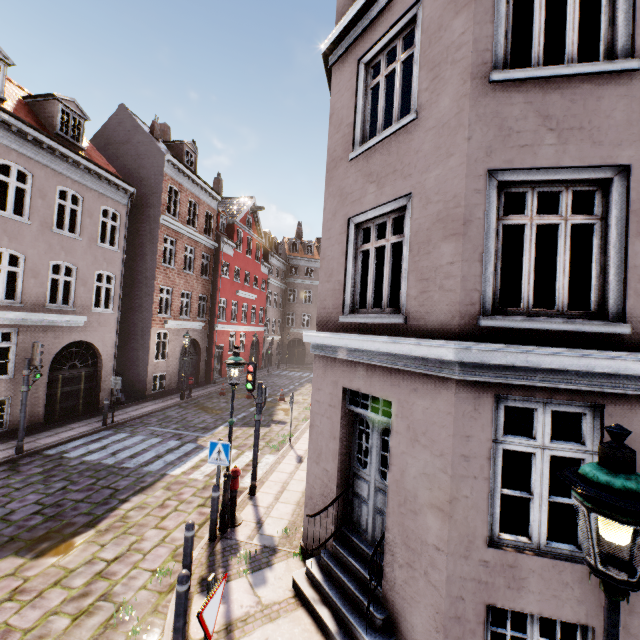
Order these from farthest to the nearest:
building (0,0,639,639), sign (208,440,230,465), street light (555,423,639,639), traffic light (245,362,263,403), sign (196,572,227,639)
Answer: traffic light (245,362,263,403) < sign (208,440,230,465) < building (0,0,639,639) < sign (196,572,227,639) < street light (555,423,639,639)

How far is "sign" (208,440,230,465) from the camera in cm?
686

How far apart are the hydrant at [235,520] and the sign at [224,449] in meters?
0.5 m

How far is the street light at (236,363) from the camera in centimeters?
689cm

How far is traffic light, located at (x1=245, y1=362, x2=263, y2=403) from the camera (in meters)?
8.50

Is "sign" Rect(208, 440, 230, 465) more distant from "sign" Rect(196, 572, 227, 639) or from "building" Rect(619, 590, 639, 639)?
"sign" Rect(196, 572, 227, 639)

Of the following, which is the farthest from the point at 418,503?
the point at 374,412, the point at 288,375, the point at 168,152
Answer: the point at 288,375

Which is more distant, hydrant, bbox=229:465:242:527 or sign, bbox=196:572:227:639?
hydrant, bbox=229:465:242:527
